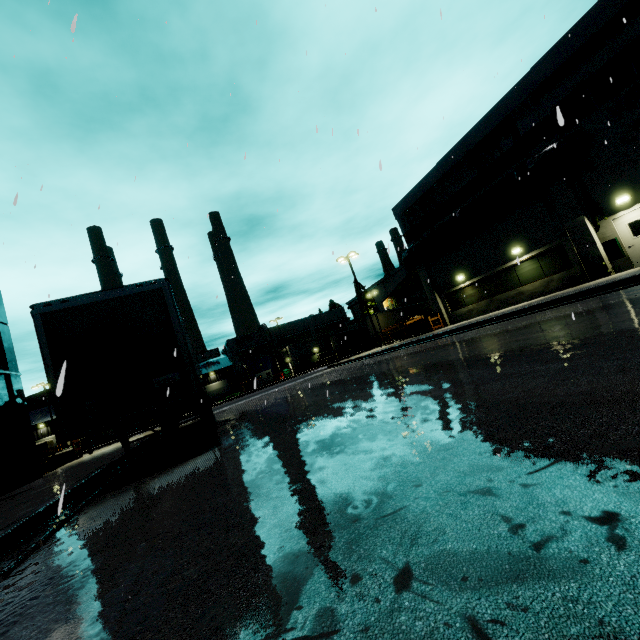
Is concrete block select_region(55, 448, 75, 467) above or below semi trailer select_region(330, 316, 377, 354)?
below

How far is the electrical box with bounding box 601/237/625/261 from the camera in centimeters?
1480cm

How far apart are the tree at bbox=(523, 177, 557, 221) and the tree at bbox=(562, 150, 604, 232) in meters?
0.9 m

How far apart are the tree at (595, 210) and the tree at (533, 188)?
0.9m

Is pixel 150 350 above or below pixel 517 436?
above

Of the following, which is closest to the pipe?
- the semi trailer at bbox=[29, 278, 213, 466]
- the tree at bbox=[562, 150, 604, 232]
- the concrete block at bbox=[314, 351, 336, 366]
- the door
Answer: the tree at bbox=[562, 150, 604, 232]

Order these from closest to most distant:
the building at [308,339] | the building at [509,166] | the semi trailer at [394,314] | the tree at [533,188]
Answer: the tree at [533,188] < the building at [509,166] < the semi trailer at [394,314] < the building at [308,339]

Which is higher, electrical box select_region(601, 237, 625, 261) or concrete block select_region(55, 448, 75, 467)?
electrical box select_region(601, 237, 625, 261)
